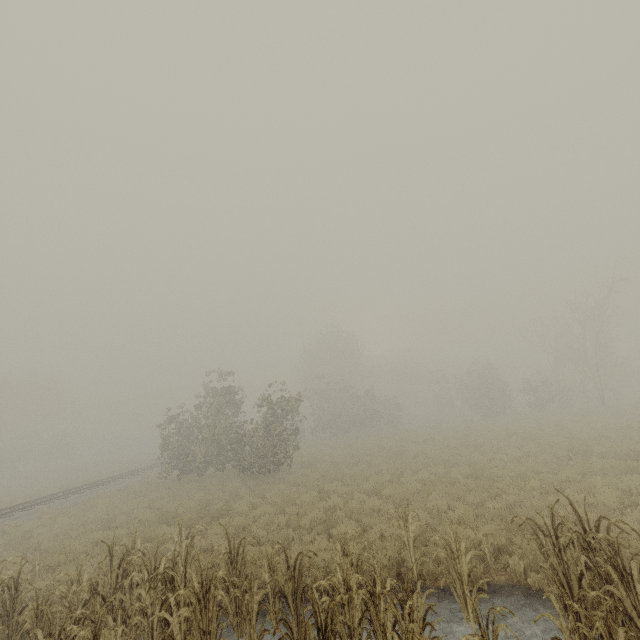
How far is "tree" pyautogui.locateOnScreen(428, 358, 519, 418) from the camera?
35.8 meters

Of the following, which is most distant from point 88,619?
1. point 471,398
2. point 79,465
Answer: point 79,465

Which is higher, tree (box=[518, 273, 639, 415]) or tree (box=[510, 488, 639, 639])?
tree (box=[518, 273, 639, 415])

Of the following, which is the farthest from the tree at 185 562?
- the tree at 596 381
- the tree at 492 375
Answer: the tree at 492 375

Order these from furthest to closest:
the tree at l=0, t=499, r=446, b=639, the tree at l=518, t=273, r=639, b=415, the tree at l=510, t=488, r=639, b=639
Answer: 1. the tree at l=518, t=273, r=639, b=415
2. the tree at l=0, t=499, r=446, b=639
3. the tree at l=510, t=488, r=639, b=639

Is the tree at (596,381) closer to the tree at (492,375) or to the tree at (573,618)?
the tree at (492,375)

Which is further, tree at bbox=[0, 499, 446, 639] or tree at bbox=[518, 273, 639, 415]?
tree at bbox=[518, 273, 639, 415]

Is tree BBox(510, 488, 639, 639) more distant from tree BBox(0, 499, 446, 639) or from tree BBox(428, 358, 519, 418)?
tree BBox(428, 358, 519, 418)
